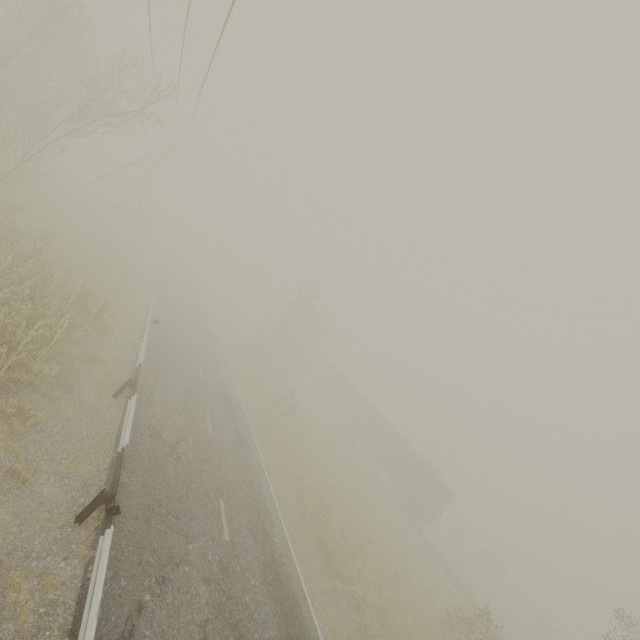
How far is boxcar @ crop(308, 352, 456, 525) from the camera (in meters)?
30.45

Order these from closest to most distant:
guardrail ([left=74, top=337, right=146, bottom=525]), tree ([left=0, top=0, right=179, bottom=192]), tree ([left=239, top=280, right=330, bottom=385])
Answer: guardrail ([left=74, top=337, right=146, bottom=525]) < tree ([left=0, top=0, right=179, bottom=192]) < tree ([left=239, top=280, right=330, bottom=385])

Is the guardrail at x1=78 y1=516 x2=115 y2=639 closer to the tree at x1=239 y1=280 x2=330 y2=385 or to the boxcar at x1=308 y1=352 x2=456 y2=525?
Answer: the tree at x1=239 y1=280 x2=330 y2=385

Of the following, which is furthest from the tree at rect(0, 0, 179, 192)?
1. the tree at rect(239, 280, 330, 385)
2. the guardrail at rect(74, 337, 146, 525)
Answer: the tree at rect(239, 280, 330, 385)

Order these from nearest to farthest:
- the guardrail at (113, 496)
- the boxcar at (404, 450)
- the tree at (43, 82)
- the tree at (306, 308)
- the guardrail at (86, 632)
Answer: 1. the guardrail at (86, 632)
2. the guardrail at (113, 496)
3. the tree at (43, 82)
4. the boxcar at (404, 450)
5. the tree at (306, 308)

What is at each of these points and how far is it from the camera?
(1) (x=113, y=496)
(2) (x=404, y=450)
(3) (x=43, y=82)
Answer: (1) guardrail, 7.1 meters
(2) boxcar, 34.2 meters
(3) tree, 28.2 meters

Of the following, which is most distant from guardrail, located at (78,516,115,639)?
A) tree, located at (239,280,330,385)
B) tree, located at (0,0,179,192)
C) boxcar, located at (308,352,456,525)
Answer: boxcar, located at (308,352,456,525)

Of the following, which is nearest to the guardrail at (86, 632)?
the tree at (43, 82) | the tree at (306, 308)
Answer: the tree at (43, 82)
